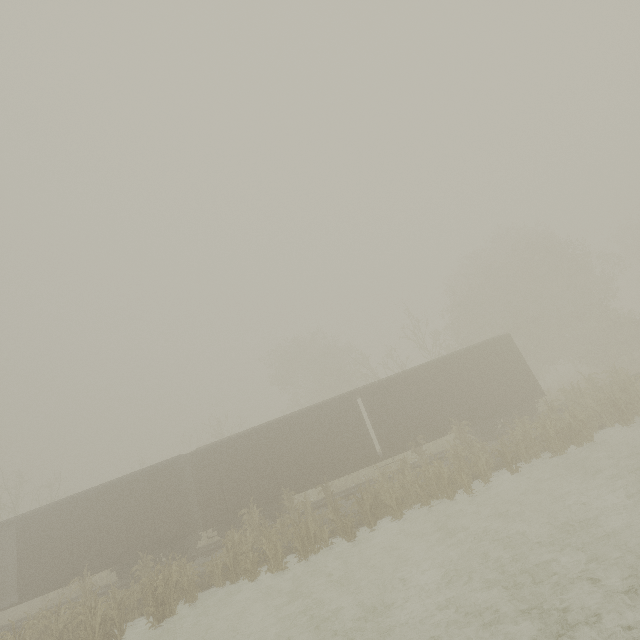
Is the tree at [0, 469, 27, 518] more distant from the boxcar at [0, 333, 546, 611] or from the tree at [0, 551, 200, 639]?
the boxcar at [0, 333, 546, 611]

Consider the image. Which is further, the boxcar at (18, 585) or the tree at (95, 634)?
the boxcar at (18, 585)

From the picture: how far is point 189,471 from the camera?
18.2 meters

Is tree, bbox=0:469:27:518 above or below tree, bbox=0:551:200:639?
above

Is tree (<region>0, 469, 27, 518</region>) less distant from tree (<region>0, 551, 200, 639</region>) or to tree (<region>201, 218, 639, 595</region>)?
tree (<region>0, 551, 200, 639</region>)

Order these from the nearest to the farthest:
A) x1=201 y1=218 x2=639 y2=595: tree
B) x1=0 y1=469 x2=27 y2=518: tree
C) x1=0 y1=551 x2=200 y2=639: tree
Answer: x1=0 y1=551 x2=200 y2=639: tree → x1=201 y1=218 x2=639 y2=595: tree → x1=0 y1=469 x2=27 y2=518: tree

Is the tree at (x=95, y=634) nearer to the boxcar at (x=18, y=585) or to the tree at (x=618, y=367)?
the boxcar at (x=18, y=585)

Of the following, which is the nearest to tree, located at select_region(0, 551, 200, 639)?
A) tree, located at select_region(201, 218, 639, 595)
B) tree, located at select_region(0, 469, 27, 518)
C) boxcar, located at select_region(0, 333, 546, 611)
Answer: boxcar, located at select_region(0, 333, 546, 611)
